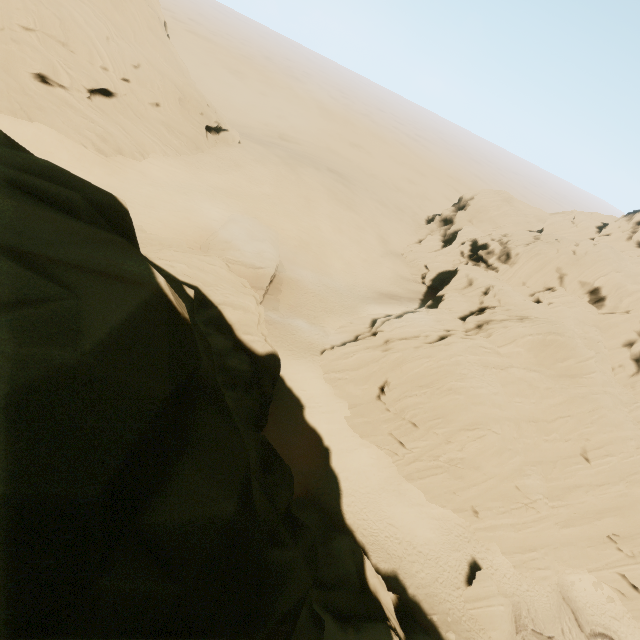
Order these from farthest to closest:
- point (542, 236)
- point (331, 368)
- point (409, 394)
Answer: point (542, 236) → point (331, 368) → point (409, 394)

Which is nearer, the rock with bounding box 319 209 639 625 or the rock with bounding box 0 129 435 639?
the rock with bounding box 0 129 435 639

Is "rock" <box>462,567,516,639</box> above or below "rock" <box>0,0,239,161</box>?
below

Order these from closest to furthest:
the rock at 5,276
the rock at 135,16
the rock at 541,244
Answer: the rock at 5,276
the rock at 541,244
the rock at 135,16

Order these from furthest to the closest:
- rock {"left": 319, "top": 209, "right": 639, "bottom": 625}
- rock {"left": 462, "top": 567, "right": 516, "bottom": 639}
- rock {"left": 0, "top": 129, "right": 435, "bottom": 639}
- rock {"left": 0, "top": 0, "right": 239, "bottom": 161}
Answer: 1. rock {"left": 0, "top": 0, "right": 239, "bottom": 161}
2. rock {"left": 319, "top": 209, "right": 639, "bottom": 625}
3. rock {"left": 462, "top": 567, "right": 516, "bottom": 639}
4. rock {"left": 0, "top": 129, "right": 435, "bottom": 639}

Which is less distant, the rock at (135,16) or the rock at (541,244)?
the rock at (541,244)
